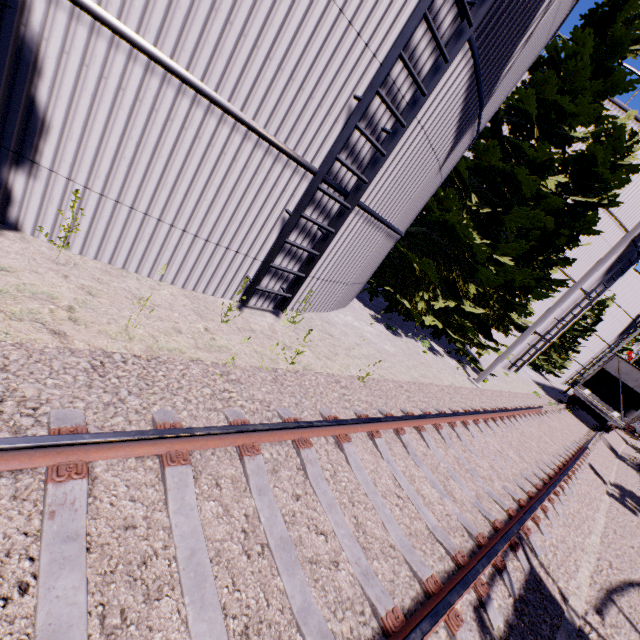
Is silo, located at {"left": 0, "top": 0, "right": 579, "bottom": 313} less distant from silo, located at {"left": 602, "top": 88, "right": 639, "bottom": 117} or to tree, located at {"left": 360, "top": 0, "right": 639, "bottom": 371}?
tree, located at {"left": 360, "top": 0, "right": 639, "bottom": 371}

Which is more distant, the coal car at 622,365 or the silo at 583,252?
the coal car at 622,365

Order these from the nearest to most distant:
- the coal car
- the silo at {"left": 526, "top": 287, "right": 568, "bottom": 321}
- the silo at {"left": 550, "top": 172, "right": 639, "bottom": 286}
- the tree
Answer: the tree
the silo at {"left": 550, "top": 172, "right": 639, "bottom": 286}
the silo at {"left": 526, "top": 287, "right": 568, "bottom": 321}
the coal car

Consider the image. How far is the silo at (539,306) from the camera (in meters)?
16.95

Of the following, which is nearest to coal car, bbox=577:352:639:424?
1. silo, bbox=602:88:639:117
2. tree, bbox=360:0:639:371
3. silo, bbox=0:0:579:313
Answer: silo, bbox=602:88:639:117

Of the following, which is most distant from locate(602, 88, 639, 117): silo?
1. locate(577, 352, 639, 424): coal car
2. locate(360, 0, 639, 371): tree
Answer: locate(360, 0, 639, 371): tree

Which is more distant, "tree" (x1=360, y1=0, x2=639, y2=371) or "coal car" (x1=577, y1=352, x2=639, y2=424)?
"coal car" (x1=577, y1=352, x2=639, y2=424)

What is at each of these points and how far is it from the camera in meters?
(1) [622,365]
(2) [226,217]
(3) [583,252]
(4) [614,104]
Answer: (1) coal car, 18.9 m
(2) silo, 5.1 m
(3) silo, 15.9 m
(4) silo, 13.6 m
